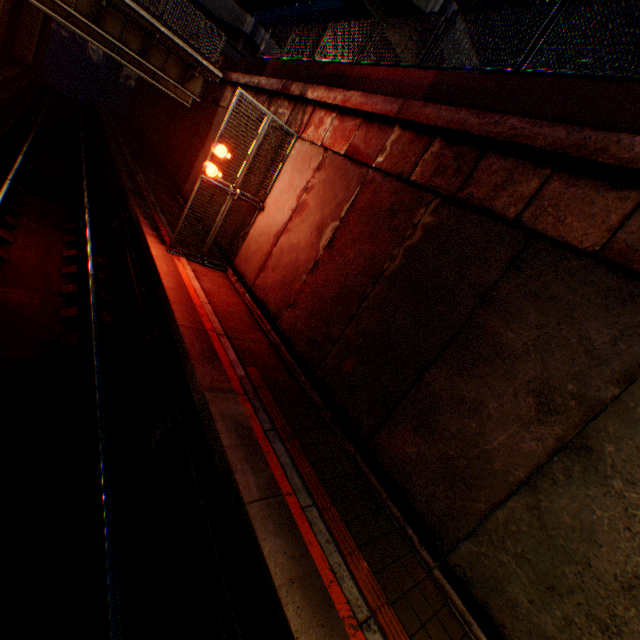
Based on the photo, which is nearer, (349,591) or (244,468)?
(349,591)

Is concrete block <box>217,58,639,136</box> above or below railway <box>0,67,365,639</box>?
above

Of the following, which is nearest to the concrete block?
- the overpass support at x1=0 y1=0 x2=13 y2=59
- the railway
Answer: the overpass support at x1=0 y1=0 x2=13 y2=59

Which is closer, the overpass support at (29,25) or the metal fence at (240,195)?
the metal fence at (240,195)

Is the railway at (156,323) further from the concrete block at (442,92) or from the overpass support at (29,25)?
the concrete block at (442,92)

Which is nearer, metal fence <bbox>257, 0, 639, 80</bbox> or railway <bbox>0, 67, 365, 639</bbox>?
railway <bbox>0, 67, 365, 639</bbox>

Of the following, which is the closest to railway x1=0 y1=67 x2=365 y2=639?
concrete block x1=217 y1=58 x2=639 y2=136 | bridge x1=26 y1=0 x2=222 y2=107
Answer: bridge x1=26 y1=0 x2=222 y2=107

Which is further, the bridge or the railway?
the bridge
